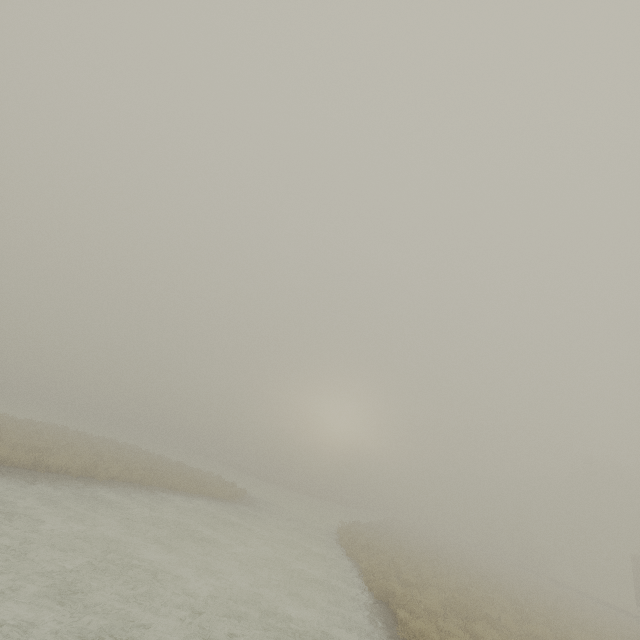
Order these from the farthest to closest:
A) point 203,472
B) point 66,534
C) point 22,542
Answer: point 203,472, point 66,534, point 22,542
